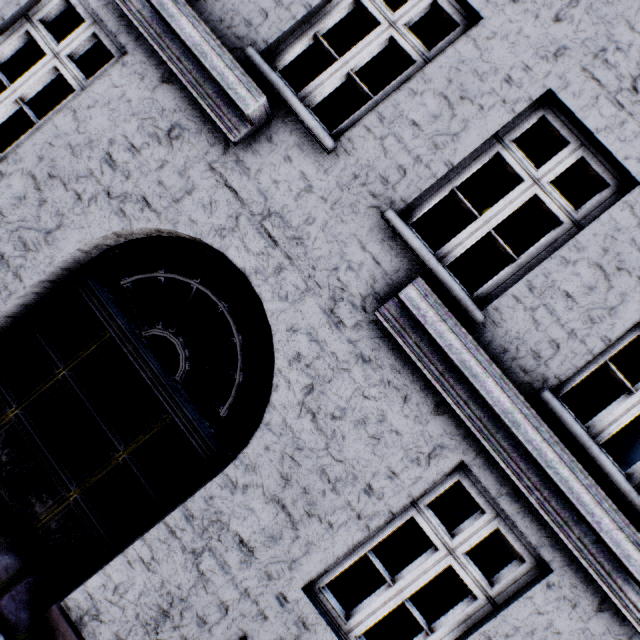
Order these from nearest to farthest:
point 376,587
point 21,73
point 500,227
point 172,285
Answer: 1. point 21,73
2. point 376,587
3. point 500,227
4. point 172,285
